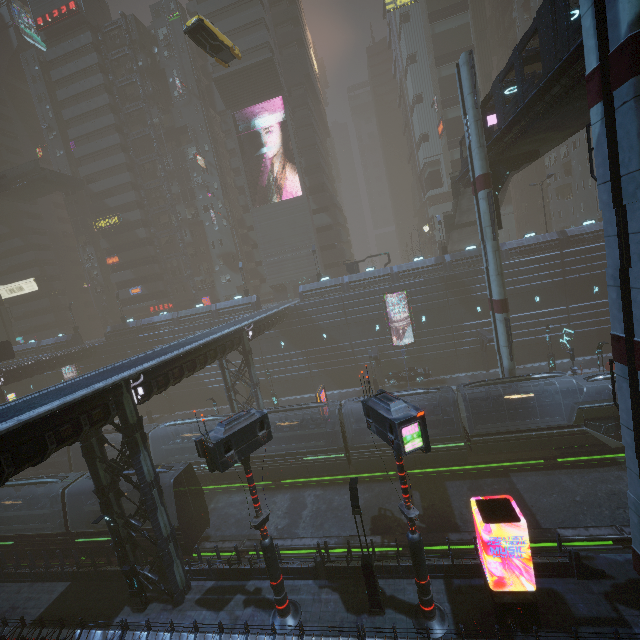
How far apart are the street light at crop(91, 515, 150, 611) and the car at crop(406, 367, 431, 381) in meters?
27.7 m

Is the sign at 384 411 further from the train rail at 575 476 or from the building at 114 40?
the train rail at 575 476

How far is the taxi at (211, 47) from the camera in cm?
2089

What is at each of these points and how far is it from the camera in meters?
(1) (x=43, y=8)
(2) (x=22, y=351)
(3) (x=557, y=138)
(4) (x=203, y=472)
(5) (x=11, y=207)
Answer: (1) building, 49.9
(2) building, 50.1
(3) bridge, 21.2
(4) train, 26.0
(5) building, 59.2

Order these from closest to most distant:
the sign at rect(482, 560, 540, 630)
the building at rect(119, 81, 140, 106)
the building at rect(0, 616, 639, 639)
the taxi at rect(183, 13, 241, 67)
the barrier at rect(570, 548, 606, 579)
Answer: the building at rect(0, 616, 639, 639) → the sign at rect(482, 560, 540, 630) → the barrier at rect(570, 548, 606, 579) → the taxi at rect(183, 13, 241, 67) → the building at rect(119, 81, 140, 106)

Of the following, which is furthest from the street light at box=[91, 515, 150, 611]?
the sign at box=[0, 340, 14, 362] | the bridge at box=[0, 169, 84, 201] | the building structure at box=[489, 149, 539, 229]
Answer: the bridge at box=[0, 169, 84, 201]

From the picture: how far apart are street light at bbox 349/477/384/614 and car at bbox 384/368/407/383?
23.9m
